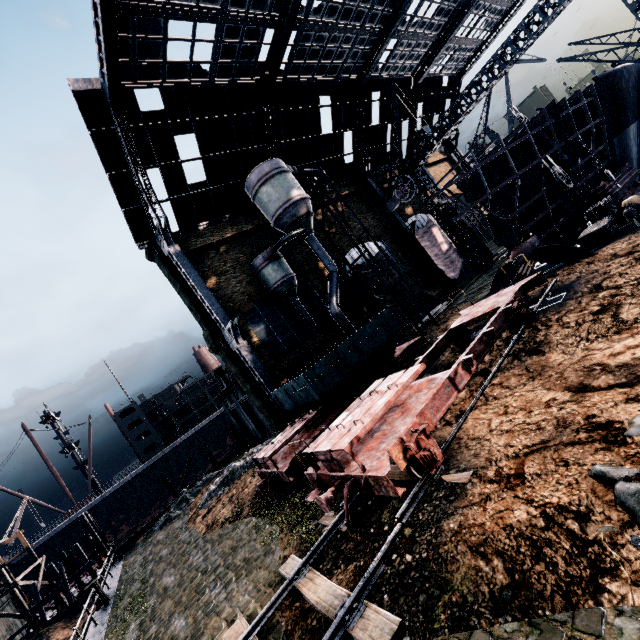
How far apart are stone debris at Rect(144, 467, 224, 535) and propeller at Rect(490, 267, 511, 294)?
31.0m

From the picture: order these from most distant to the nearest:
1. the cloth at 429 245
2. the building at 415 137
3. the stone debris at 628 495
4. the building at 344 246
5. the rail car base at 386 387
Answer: the building at 415 137, the cloth at 429 245, the building at 344 246, the rail car base at 386 387, the stone debris at 628 495

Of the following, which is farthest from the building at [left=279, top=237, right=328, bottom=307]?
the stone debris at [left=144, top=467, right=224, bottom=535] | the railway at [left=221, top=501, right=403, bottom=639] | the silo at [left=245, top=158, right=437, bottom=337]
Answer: the stone debris at [left=144, top=467, right=224, bottom=535]

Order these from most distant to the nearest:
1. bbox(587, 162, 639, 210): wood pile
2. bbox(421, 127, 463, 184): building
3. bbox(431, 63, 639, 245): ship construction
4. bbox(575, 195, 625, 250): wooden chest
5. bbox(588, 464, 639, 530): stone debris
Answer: bbox(421, 127, 463, 184): building
bbox(587, 162, 639, 210): wood pile
bbox(431, 63, 639, 245): ship construction
bbox(575, 195, 625, 250): wooden chest
bbox(588, 464, 639, 530): stone debris

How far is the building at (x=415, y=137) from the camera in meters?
41.0

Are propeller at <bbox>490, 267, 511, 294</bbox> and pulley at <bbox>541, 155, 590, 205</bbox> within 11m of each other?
yes

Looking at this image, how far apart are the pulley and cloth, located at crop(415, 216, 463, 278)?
16.2m

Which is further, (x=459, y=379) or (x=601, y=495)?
(x=459, y=379)
